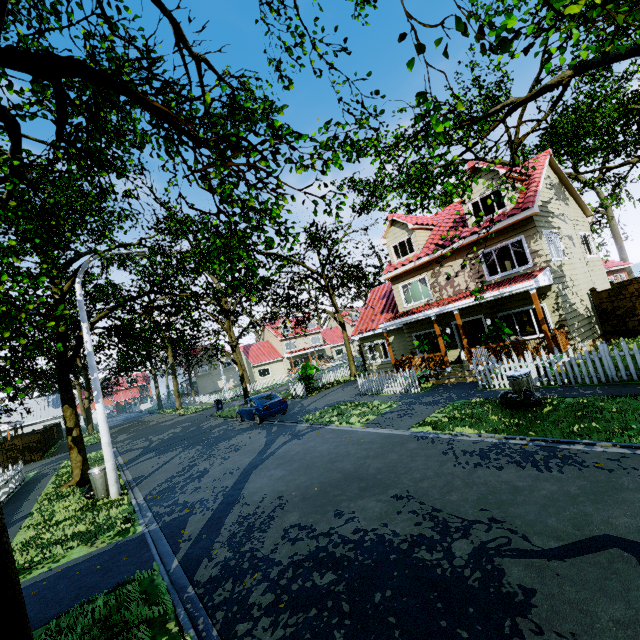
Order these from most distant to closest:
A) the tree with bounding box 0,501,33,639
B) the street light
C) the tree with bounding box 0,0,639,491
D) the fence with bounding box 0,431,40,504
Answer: the fence with bounding box 0,431,40,504 < the street light < the tree with bounding box 0,0,639,491 < the tree with bounding box 0,501,33,639

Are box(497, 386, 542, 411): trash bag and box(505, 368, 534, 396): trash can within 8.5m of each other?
yes

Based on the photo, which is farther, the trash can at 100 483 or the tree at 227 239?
the trash can at 100 483

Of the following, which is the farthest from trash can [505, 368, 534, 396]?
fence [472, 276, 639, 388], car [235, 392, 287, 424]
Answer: car [235, 392, 287, 424]

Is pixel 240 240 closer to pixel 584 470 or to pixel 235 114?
pixel 584 470

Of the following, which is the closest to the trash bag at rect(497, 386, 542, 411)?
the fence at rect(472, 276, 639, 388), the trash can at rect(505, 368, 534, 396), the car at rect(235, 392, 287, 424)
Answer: the trash can at rect(505, 368, 534, 396)

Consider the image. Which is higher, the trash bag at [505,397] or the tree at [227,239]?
the tree at [227,239]

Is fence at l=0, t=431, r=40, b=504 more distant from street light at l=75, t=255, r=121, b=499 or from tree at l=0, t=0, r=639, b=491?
street light at l=75, t=255, r=121, b=499
